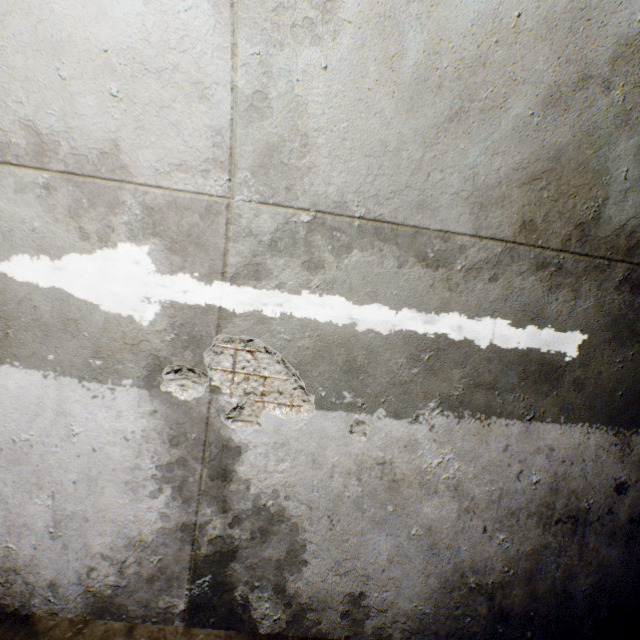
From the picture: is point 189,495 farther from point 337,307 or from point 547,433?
point 547,433

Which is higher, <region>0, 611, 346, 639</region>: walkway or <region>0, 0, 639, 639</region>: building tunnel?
<region>0, 0, 639, 639</region>: building tunnel

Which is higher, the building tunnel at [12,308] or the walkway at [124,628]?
the building tunnel at [12,308]
